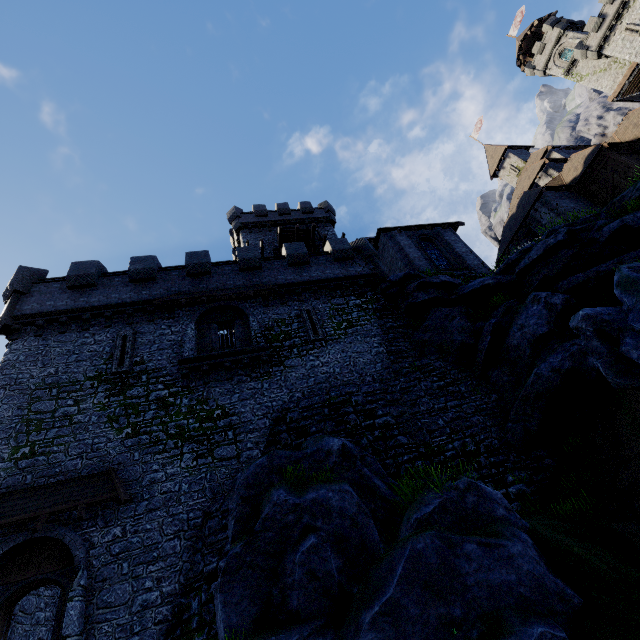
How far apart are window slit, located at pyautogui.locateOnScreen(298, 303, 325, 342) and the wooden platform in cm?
1227

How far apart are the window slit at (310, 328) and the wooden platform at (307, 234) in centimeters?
1227cm

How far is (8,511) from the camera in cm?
1032

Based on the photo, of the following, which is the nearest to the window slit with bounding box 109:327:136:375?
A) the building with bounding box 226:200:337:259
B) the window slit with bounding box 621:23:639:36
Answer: the building with bounding box 226:200:337:259

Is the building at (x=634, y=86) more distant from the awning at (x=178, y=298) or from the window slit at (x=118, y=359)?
the window slit at (x=118, y=359)

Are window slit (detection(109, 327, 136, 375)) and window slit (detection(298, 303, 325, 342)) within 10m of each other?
yes

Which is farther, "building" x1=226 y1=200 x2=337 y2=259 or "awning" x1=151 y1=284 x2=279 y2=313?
"building" x1=226 y1=200 x2=337 y2=259

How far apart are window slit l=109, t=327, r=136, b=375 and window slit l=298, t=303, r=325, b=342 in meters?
8.3
